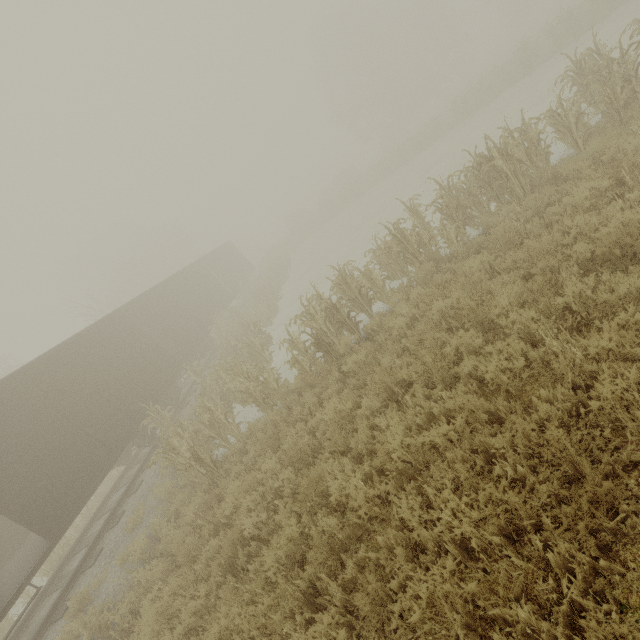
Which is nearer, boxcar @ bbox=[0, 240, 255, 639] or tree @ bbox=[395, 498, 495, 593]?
tree @ bbox=[395, 498, 495, 593]

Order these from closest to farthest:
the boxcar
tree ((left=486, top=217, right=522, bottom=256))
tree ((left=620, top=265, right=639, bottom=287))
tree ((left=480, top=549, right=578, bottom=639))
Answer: tree ((left=480, top=549, right=578, bottom=639)) → tree ((left=620, top=265, right=639, bottom=287)) → tree ((left=486, top=217, right=522, bottom=256)) → the boxcar

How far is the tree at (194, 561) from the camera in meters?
5.7 m

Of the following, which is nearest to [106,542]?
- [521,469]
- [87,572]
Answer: [87,572]

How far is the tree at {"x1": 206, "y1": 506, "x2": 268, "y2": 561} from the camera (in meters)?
5.34

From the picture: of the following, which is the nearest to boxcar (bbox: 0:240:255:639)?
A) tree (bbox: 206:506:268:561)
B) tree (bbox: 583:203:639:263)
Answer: tree (bbox: 206:506:268:561)

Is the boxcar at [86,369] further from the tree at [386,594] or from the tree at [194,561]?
the tree at [386,594]
